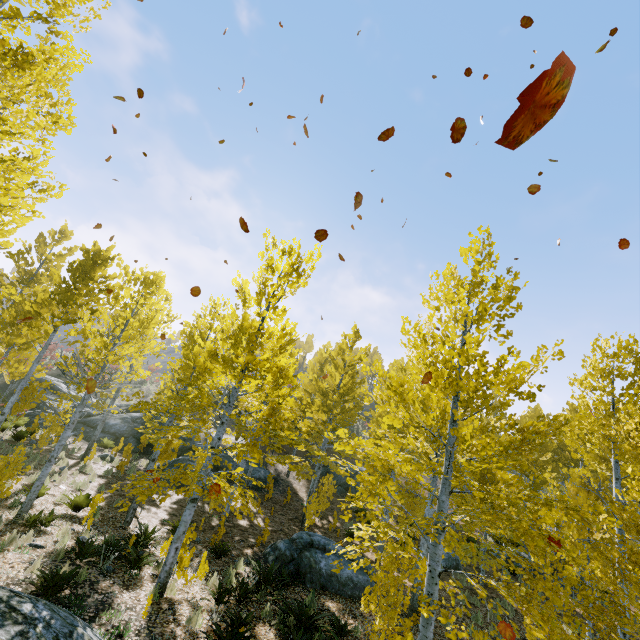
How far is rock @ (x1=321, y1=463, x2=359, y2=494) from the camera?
24.0 meters

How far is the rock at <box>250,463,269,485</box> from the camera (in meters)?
21.72

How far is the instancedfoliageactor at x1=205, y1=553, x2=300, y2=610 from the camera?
7.55m

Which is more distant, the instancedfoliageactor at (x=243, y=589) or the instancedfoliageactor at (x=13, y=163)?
the instancedfoliageactor at (x=243, y=589)

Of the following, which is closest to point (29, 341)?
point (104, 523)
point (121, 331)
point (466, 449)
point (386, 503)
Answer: point (121, 331)

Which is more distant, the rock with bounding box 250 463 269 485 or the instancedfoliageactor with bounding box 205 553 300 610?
the rock with bounding box 250 463 269 485

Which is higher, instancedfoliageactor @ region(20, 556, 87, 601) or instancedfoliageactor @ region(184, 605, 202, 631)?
instancedfoliageactor @ region(20, 556, 87, 601)

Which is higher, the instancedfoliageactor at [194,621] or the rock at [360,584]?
the rock at [360,584]
